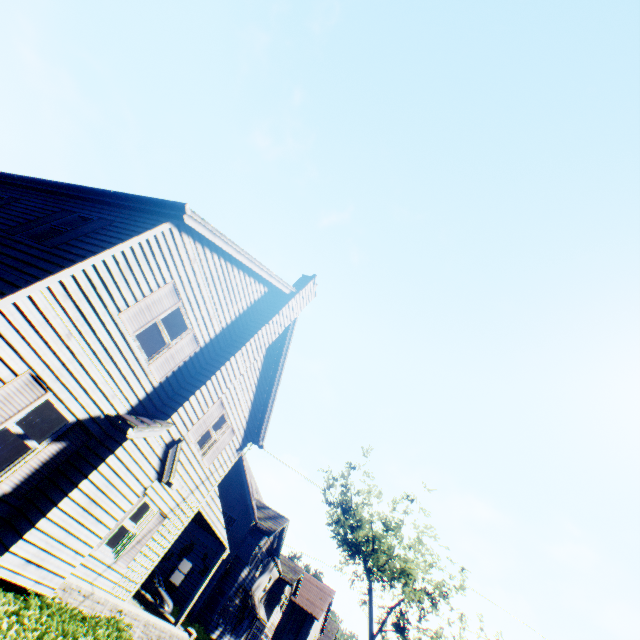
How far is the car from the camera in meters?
18.7

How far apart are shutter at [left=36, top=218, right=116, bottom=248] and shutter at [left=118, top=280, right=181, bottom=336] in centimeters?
195cm

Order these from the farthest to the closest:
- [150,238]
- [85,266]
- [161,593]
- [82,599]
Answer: [161,593]
[82,599]
[150,238]
[85,266]

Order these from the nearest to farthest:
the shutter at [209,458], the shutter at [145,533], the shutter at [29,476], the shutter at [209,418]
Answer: the shutter at [29,476]
the shutter at [145,533]
the shutter at [209,418]
the shutter at [209,458]

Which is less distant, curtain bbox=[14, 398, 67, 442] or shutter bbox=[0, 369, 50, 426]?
shutter bbox=[0, 369, 50, 426]

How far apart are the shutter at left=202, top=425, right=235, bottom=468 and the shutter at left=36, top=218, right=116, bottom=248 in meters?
8.2 m

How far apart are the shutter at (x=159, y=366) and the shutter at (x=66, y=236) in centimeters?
343cm

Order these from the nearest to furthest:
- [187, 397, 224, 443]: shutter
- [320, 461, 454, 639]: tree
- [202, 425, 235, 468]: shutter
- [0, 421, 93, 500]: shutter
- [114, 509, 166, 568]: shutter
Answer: [0, 421, 93, 500]: shutter → [114, 509, 166, 568]: shutter → [187, 397, 224, 443]: shutter → [202, 425, 235, 468]: shutter → [320, 461, 454, 639]: tree
